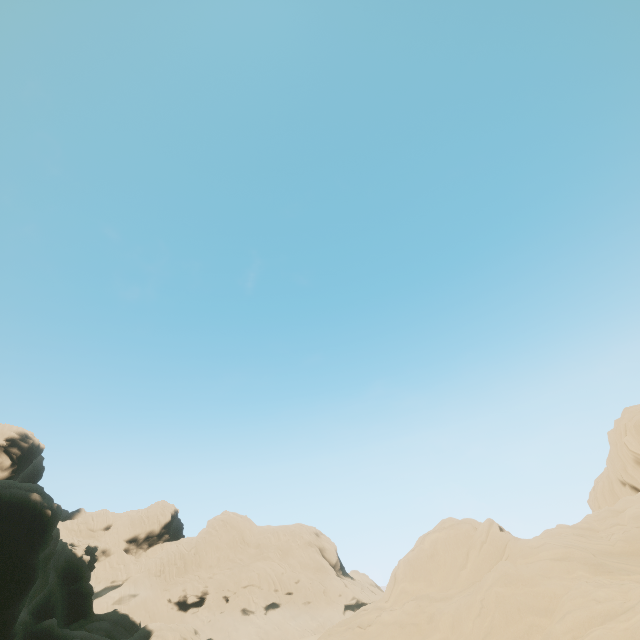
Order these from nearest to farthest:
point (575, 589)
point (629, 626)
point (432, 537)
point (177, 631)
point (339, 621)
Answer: point (629, 626), point (575, 589), point (432, 537), point (339, 621), point (177, 631)
